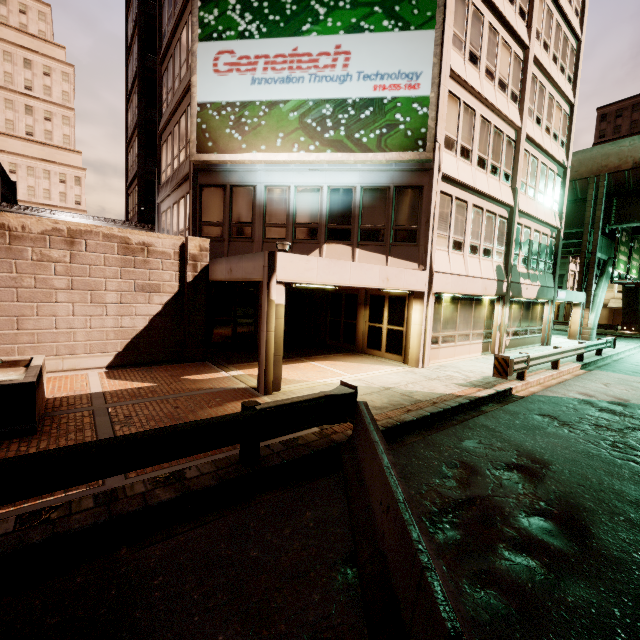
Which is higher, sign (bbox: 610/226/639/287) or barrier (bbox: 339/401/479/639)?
sign (bbox: 610/226/639/287)

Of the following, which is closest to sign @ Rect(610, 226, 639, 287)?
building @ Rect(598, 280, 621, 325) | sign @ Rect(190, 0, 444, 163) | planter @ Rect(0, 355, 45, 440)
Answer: building @ Rect(598, 280, 621, 325)

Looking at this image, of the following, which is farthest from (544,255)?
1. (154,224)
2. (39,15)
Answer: (39,15)

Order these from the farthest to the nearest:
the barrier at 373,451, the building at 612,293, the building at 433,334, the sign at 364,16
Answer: the building at 612,293 < the building at 433,334 < the sign at 364,16 < the barrier at 373,451

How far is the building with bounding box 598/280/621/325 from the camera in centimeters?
4794cm

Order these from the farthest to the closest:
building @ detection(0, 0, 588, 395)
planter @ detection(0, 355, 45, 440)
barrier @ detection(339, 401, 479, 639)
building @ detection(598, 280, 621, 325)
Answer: building @ detection(598, 280, 621, 325) < building @ detection(0, 0, 588, 395) < planter @ detection(0, 355, 45, 440) < barrier @ detection(339, 401, 479, 639)

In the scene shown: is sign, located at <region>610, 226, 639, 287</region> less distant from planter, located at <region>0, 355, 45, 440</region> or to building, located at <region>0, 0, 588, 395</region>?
building, located at <region>0, 0, 588, 395</region>

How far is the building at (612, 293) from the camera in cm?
4794
